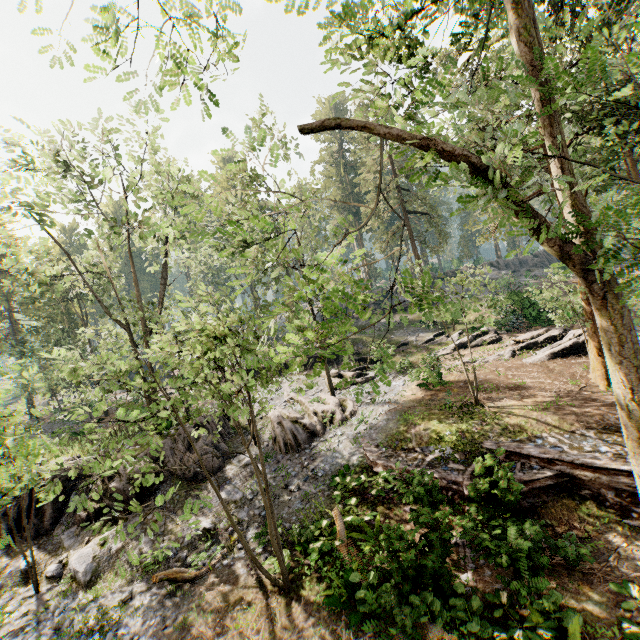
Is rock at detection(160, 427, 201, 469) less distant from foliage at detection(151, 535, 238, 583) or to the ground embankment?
foliage at detection(151, 535, 238, 583)

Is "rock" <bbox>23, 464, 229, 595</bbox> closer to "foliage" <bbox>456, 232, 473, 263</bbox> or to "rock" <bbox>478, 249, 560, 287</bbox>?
"foliage" <bbox>456, 232, 473, 263</bbox>

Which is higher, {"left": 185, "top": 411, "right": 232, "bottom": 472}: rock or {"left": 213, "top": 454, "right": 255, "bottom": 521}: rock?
{"left": 185, "top": 411, "right": 232, "bottom": 472}: rock

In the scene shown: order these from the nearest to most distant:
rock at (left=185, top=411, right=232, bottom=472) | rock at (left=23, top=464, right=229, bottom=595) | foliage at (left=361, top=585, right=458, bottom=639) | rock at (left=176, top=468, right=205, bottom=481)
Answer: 1. foliage at (left=361, top=585, right=458, bottom=639)
2. rock at (left=23, top=464, right=229, bottom=595)
3. rock at (left=176, top=468, right=205, bottom=481)
4. rock at (left=185, top=411, right=232, bottom=472)

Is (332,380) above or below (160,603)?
above

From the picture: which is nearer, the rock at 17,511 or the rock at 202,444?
the rock at 17,511

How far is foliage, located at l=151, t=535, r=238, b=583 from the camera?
10.4m

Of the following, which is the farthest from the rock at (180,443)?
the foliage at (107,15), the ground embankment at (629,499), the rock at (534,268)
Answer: the rock at (534,268)
